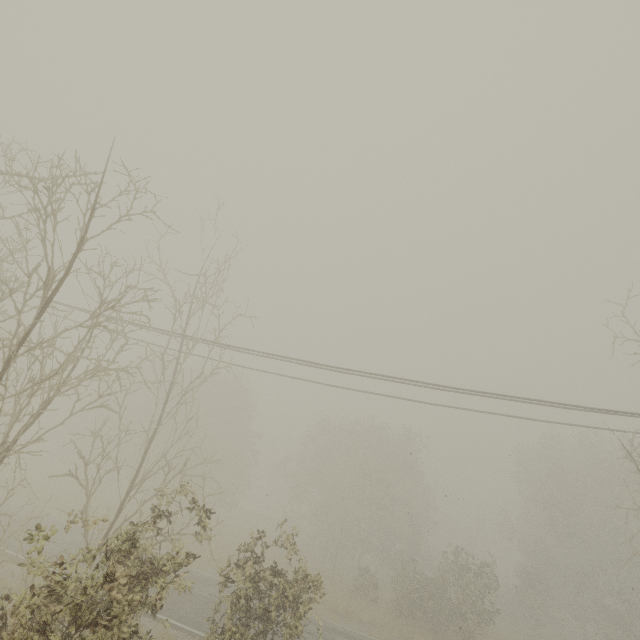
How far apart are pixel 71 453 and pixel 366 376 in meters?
45.7 m
